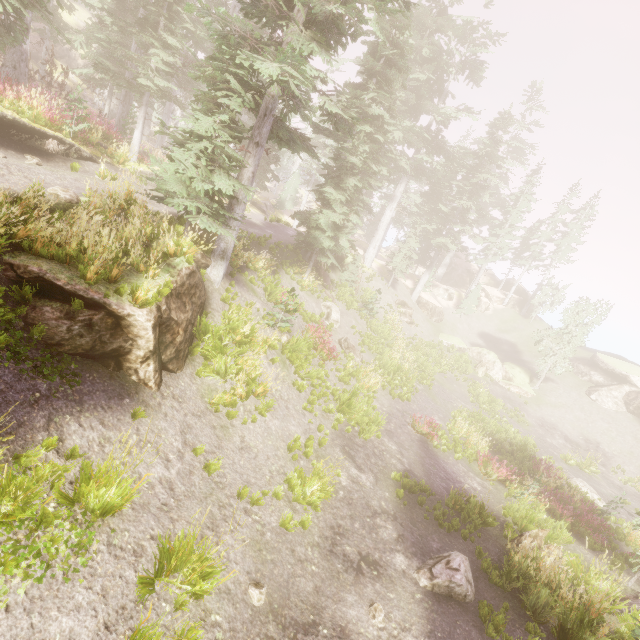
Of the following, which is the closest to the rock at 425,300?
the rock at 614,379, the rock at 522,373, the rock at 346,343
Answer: the rock at 522,373

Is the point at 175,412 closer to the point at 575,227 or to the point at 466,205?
the point at 466,205

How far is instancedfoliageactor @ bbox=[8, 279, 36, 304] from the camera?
5.99m

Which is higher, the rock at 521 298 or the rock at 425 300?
the rock at 521 298

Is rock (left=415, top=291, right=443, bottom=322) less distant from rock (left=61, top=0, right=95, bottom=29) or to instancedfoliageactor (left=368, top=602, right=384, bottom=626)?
instancedfoliageactor (left=368, top=602, right=384, bottom=626)

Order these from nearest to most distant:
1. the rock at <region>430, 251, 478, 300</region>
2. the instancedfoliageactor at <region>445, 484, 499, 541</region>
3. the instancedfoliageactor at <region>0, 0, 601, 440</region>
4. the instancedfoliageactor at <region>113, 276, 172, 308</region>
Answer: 1. the instancedfoliageactor at <region>113, 276, 172, 308</region>
2. the instancedfoliageactor at <region>0, 0, 601, 440</region>
3. the instancedfoliageactor at <region>445, 484, 499, 541</region>
4. the rock at <region>430, 251, 478, 300</region>

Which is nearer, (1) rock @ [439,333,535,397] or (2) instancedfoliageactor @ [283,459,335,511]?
(2) instancedfoliageactor @ [283,459,335,511]

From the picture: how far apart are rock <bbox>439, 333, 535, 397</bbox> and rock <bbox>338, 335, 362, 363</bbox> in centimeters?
1694cm
